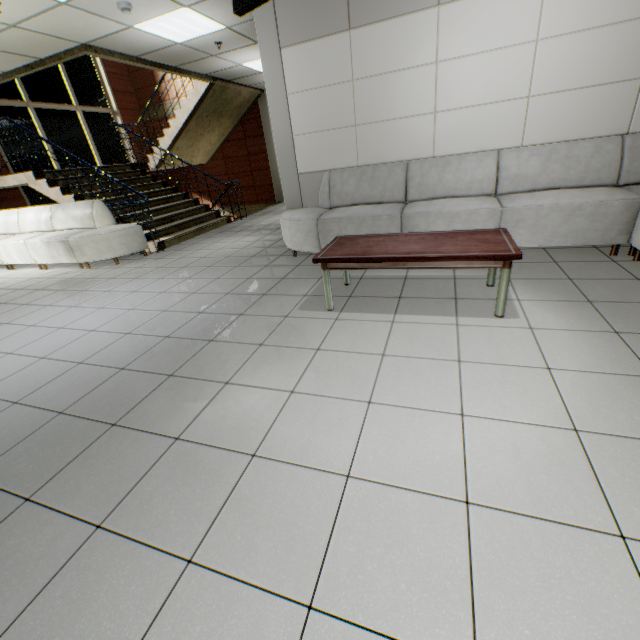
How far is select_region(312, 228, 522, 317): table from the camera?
2.4 meters

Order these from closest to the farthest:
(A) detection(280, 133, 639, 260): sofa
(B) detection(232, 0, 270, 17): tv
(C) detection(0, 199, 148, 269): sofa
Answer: (B) detection(232, 0, 270, 17): tv
(A) detection(280, 133, 639, 260): sofa
(C) detection(0, 199, 148, 269): sofa

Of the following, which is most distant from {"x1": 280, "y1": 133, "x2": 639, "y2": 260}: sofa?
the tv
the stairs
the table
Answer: the stairs

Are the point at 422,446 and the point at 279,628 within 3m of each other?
yes

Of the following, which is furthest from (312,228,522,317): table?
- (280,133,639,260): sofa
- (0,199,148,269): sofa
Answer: (0,199,148,269): sofa

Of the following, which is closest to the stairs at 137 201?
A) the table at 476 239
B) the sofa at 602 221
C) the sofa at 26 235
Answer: the sofa at 26 235

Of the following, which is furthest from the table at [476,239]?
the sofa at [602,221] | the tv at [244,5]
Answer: the tv at [244,5]

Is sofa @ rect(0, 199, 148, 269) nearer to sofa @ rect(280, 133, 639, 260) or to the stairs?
the stairs
